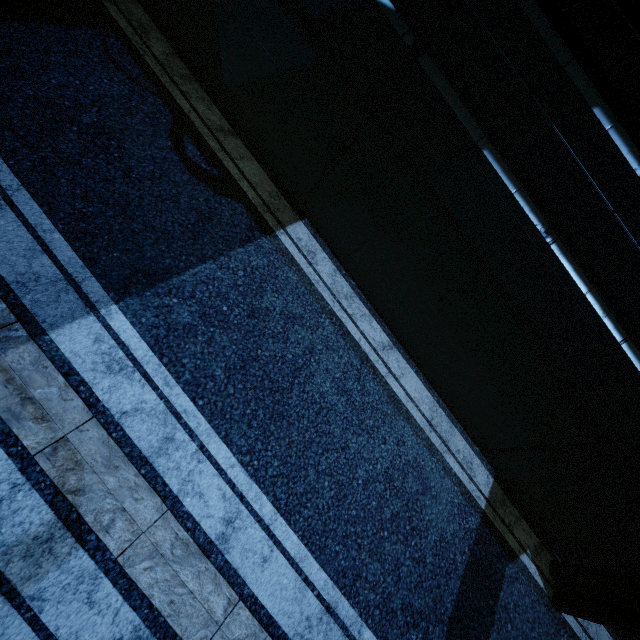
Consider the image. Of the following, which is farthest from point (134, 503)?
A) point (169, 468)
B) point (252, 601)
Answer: point (252, 601)
